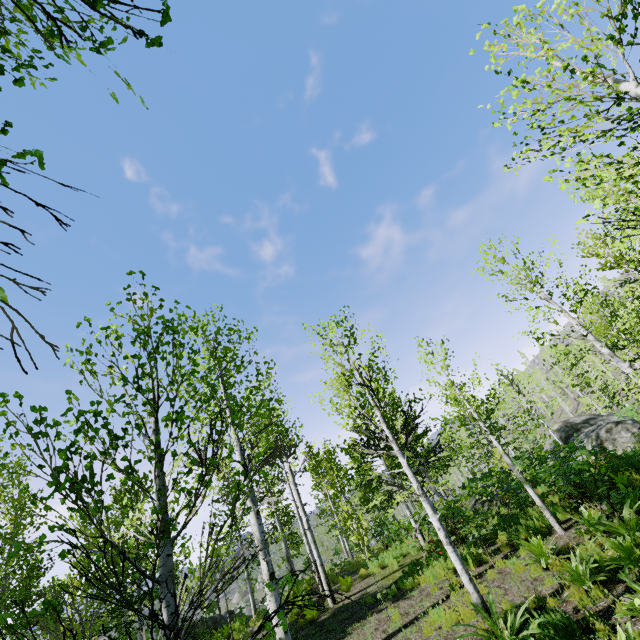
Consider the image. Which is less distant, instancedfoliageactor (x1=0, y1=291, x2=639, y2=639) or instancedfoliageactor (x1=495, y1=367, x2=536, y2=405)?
instancedfoliageactor (x1=0, y1=291, x2=639, y2=639)

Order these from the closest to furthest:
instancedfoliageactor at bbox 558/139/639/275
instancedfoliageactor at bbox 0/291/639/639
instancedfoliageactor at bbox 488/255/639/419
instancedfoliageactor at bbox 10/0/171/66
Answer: instancedfoliageactor at bbox 10/0/171/66, instancedfoliageactor at bbox 0/291/639/639, instancedfoliageactor at bbox 558/139/639/275, instancedfoliageactor at bbox 488/255/639/419

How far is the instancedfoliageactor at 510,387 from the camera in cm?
1059

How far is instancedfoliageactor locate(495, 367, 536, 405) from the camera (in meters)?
10.59

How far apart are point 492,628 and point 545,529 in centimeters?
532cm

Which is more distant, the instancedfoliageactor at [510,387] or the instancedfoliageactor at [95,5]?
the instancedfoliageactor at [510,387]

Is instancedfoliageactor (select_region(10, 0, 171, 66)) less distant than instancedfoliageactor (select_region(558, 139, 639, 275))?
Yes
